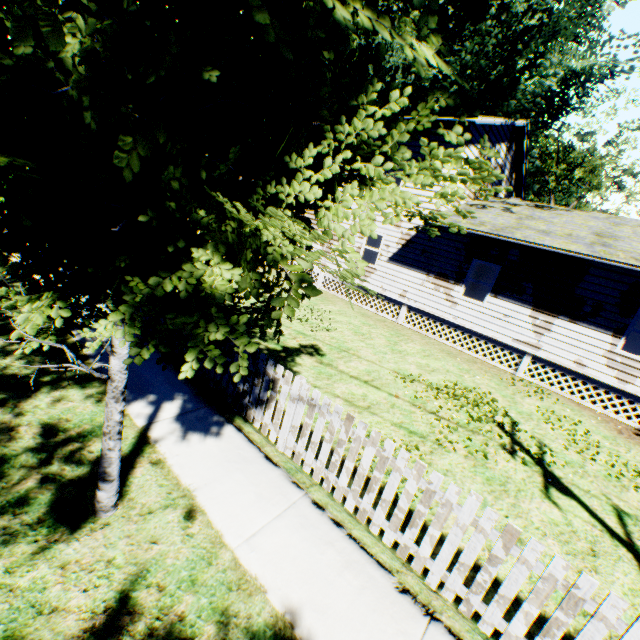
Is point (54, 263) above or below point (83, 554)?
Answer: above

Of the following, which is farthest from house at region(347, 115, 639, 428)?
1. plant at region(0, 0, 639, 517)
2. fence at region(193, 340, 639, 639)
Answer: fence at region(193, 340, 639, 639)

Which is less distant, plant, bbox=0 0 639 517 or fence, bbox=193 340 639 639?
plant, bbox=0 0 639 517

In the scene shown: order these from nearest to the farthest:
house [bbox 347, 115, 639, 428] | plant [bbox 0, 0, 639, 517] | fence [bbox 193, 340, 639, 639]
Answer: plant [bbox 0, 0, 639, 517] < fence [bbox 193, 340, 639, 639] < house [bbox 347, 115, 639, 428]

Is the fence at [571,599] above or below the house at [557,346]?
below

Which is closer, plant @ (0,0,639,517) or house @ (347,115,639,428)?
plant @ (0,0,639,517)

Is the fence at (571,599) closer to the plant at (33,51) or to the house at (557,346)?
the plant at (33,51)

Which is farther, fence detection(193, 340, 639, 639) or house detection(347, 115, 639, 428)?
house detection(347, 115, 639, 428)
